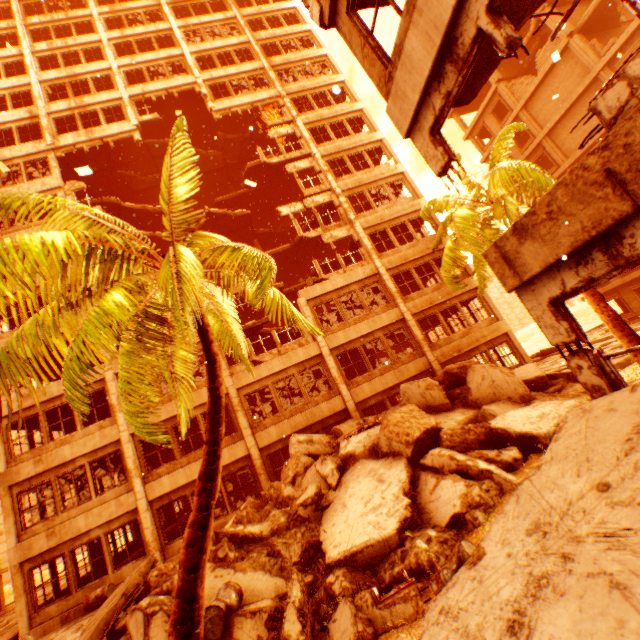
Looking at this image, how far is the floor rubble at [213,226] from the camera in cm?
2216

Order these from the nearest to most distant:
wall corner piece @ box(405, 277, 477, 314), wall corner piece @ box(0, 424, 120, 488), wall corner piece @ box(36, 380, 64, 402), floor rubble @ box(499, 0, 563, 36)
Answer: floor rubble @ box(499, 0, 563, 36)
wall corner piece @ box(0, 424, 120, 488)
wall corner piece @ box(36, 380, 64, 402)
wall corner piece @ box(405, 277, 477, 314)

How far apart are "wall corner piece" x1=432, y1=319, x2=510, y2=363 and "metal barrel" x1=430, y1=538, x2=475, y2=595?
12.1m

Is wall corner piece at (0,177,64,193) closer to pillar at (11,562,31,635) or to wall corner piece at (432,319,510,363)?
pillar at (11,562,31,635)

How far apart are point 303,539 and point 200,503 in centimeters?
569cm

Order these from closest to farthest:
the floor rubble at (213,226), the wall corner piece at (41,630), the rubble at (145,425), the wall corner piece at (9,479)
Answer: the rubble at (145,425) → the wall corner piece at (41,630) → the wall corner piece at (9,479) → the floor rubble at (213,226)

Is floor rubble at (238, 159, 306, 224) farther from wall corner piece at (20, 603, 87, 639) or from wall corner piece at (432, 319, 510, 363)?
wall corner piece at (20, 603, 87, 639)

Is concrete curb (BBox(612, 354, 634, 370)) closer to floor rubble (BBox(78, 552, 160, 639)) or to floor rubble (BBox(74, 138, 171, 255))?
floor rubble (BBox(78, 552, 160, 639))
